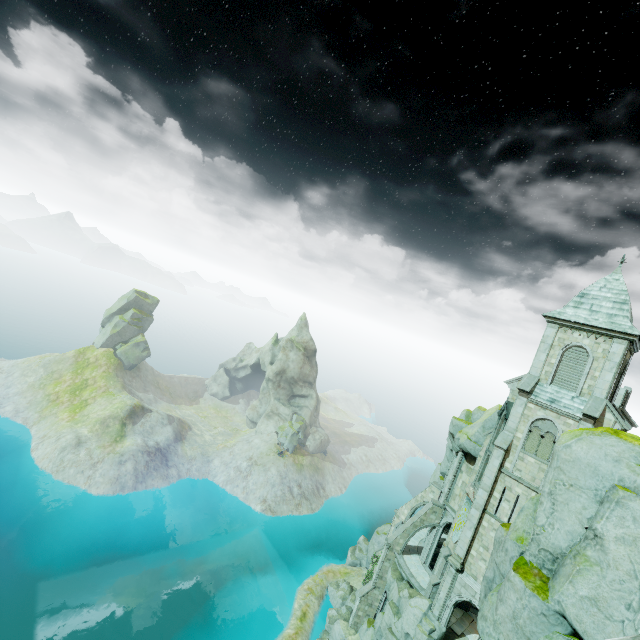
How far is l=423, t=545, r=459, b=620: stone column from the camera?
25.44m

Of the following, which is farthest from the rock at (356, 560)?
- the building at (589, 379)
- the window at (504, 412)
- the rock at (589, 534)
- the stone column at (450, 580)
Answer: the rock at (589, 534)

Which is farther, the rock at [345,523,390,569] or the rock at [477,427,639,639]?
the rock at [345,523,390,569]

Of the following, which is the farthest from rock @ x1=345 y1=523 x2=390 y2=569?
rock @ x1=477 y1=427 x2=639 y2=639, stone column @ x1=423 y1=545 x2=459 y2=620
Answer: rock @ x1=477 y1=427 x2=639 y2=639

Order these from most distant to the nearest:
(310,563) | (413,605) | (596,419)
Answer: (310,563) → (413,605) → (596,419)

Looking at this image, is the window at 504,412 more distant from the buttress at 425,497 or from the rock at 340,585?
the rock at 340,585

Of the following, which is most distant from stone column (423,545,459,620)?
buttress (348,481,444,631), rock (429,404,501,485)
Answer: rock (429,404,501,485)

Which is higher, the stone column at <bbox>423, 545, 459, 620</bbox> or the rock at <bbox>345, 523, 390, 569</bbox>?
the stone column at <bbox>423, 545, 459, 620</bbox>
